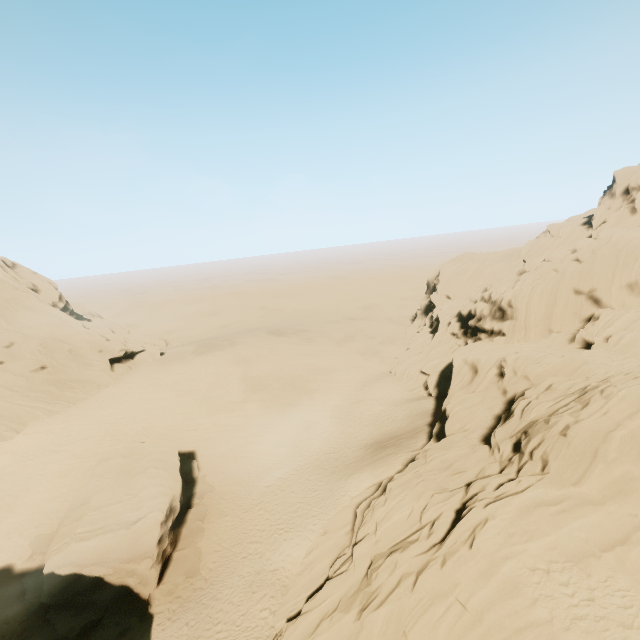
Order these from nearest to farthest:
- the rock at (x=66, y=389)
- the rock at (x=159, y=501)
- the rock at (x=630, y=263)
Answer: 1. the rock at (x=630, y=263)
2. the rock at (x=159, y=501)
3. the rock at (x=66, y=389)

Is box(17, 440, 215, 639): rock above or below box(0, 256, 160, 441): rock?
below

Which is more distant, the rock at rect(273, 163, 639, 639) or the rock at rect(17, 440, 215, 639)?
the rock at rect(17, 440, 215, 639)

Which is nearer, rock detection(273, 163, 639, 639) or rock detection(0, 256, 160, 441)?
rock detection(273, 163, 639, 639)

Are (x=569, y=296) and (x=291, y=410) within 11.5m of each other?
no

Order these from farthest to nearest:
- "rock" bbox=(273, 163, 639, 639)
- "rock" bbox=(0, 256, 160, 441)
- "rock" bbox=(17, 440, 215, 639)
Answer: "rock" bbox=(0, 256, 160, 441) < "rock" bbox=(17, 440, 215, 639) < "rock" bbox=(273, 163, 639, 639)

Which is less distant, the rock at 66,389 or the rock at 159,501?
the rock at 159,501
